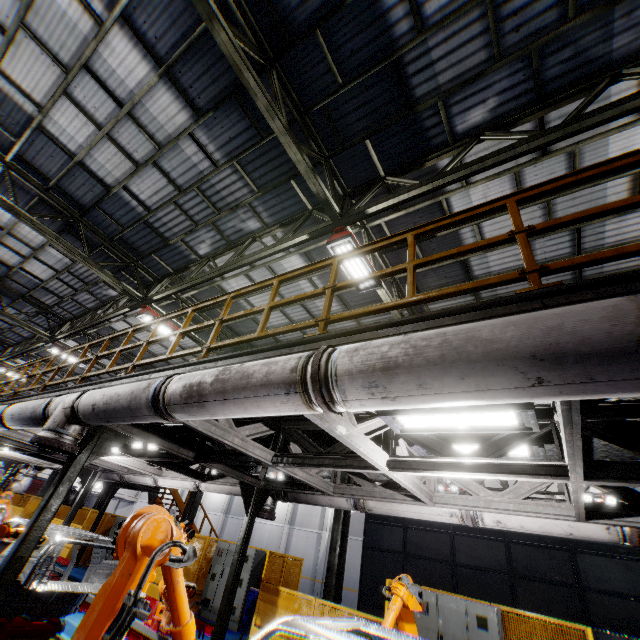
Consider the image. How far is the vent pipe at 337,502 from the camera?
6.4 meters

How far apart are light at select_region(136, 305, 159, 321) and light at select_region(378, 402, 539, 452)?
9.15m

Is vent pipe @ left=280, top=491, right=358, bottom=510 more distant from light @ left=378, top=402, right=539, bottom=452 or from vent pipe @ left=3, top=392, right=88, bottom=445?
vent pipe @ left=3, top=392, right=88, bottom=445

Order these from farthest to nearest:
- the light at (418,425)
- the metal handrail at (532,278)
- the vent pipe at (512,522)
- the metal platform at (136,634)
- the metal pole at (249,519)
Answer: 1. the metal platform at (136,634)
2. the metal pole at (249,519)
3. the vent pipe at (512,522)
4. the light at (418,425)
5. the metal handrail at (532,278)

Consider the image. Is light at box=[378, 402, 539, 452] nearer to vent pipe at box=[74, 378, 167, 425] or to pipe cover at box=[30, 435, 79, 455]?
vent pipe at box=[74, 378, 167, 425]

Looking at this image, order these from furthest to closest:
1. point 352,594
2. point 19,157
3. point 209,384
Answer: point 352,594, point 19,157, point 209,384

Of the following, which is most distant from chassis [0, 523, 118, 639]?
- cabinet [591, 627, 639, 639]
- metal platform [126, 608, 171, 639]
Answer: cabinet [591, 627, 639, 639]

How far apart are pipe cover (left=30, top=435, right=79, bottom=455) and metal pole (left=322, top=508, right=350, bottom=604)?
8.46m
